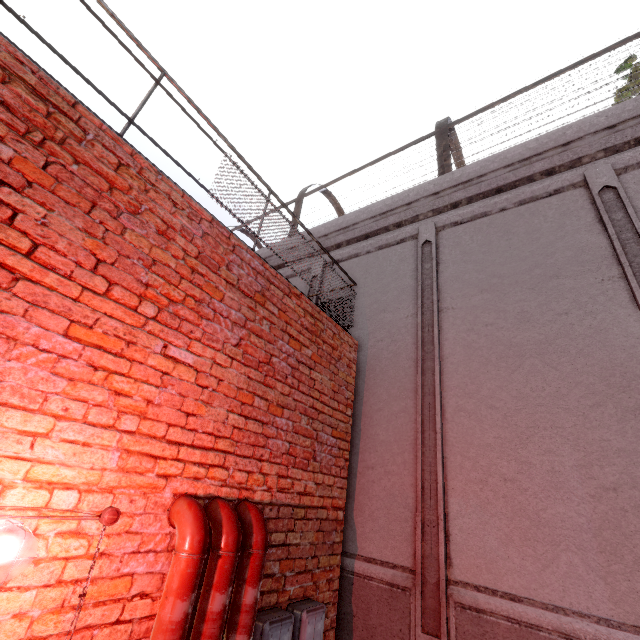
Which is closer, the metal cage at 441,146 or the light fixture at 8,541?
the light fixture at 8,541

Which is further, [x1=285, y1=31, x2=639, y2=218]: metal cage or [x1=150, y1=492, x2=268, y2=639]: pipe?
[x1=285, y1=31, x2=639, y2=218]: metal cage

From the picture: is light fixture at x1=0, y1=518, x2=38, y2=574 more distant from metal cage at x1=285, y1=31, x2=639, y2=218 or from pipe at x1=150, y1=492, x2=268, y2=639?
metal cage at x1=285, y1=31, x2=639, y2=218

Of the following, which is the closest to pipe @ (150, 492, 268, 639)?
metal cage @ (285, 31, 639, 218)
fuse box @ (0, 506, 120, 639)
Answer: fuse box @ (0, 506, 120, 639)

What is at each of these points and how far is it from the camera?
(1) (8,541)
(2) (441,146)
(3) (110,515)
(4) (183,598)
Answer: (1) light fixture, 1.4m
(2) metal cage, 6.9m
(3) fuse box, 1.9m
(4) pipe, 1.9m

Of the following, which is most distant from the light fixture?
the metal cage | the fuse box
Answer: the metal cage

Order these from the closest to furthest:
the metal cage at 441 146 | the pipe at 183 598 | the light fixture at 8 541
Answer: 1. the light fixture at 8 541
2. the pipe at 183 598
3. the metal cage at 441 146
